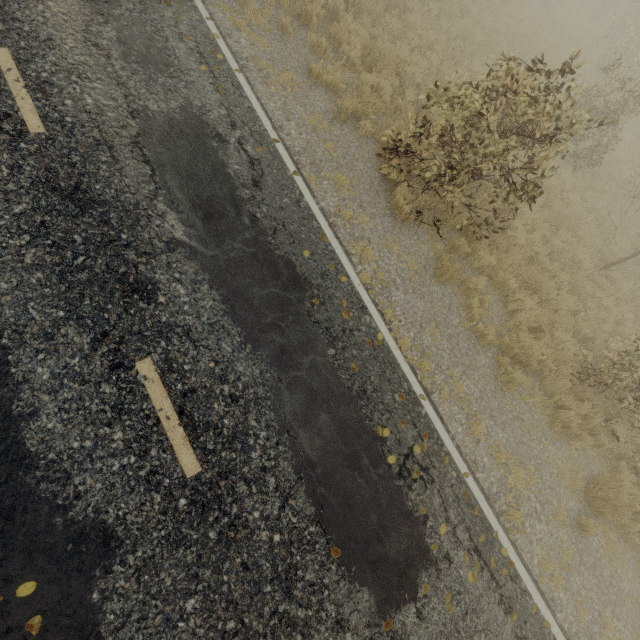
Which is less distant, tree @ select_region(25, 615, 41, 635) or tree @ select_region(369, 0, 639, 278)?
tree @ select_region(25, 615, 41, 635)

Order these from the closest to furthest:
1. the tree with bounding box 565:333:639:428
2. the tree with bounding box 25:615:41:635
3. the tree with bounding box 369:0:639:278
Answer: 1. the tree with bounding box 25:615:41:635
2. the tree with bounding box 369:0:639:278
3. the tree with bounding box 565:333:639:428

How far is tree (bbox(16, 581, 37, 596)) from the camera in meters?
2.9

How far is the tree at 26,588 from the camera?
2.9m

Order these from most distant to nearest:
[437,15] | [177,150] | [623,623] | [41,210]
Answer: [437,15]
[623,623]
[177,150]
[41,210]

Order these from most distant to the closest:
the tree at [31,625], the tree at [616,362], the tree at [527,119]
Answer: the tree at [616,362] → the tree at [527,119] → the tree at [31,625]
